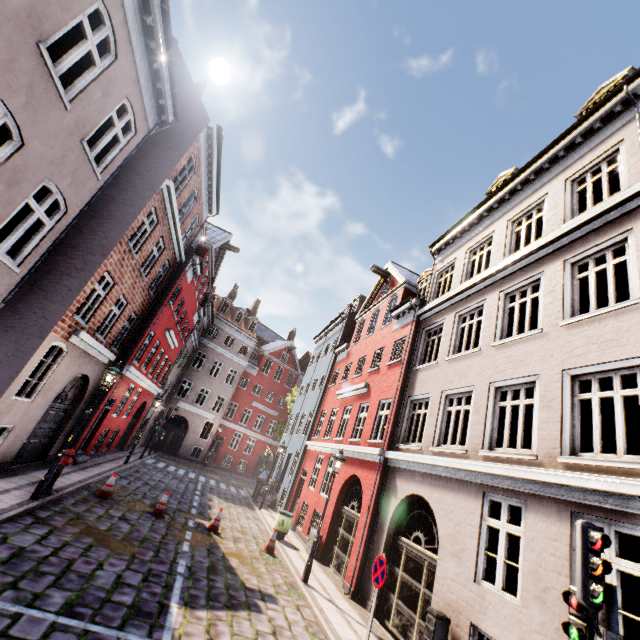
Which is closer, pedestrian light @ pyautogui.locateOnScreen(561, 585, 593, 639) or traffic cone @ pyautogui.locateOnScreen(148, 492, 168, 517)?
pedestrian light @ pyautogui.locateOnScreen(561, 585, 593, 639)

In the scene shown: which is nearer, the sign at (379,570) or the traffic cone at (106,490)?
the sign at (379,570)

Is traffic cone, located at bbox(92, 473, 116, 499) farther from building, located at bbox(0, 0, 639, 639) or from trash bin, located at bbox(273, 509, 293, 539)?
trash bin, located at bbox(273, 509, 293, 539)

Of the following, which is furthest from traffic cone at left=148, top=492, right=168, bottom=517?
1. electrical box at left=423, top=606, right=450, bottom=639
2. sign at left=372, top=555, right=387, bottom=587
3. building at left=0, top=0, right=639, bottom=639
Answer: electrical box at left=423, top=606, right=450, bottom=639

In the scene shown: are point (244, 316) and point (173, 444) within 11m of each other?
no

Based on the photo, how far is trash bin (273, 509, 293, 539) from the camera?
13.7 meters

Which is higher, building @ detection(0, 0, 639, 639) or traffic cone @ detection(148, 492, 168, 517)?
building @ detection(0, 0, 639, 639)

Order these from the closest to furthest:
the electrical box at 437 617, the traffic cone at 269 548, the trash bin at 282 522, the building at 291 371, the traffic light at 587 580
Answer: the traffic light at 587 580 → the building at 291 371 → the electrical box at 437 617 → the traffic cone at 269 548 → the trash bin at 282 522
